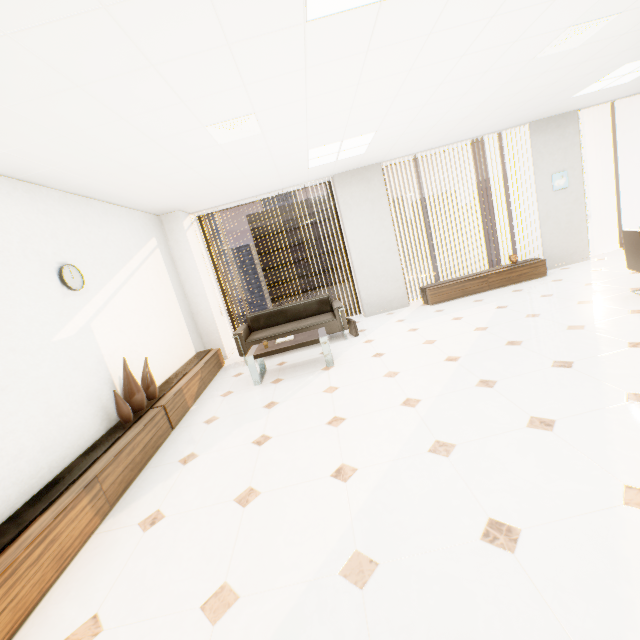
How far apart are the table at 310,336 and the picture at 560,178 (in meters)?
5.68

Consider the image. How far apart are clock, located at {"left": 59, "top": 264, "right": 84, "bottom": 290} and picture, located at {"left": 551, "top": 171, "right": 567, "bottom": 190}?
8.33m

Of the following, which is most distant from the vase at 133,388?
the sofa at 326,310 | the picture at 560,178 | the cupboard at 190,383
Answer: the picture at 560,178

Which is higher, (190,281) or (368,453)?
(190,281)

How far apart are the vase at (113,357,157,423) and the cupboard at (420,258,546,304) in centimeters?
524cm

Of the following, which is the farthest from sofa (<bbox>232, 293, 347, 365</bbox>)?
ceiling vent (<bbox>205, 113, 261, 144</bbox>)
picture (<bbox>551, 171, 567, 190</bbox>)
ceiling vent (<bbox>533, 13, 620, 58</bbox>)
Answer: picture (<bbox>551, 171, 567, 190</bbox>)

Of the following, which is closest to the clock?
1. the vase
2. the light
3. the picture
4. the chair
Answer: the vase

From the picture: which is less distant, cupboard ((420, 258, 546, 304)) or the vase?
the vase
